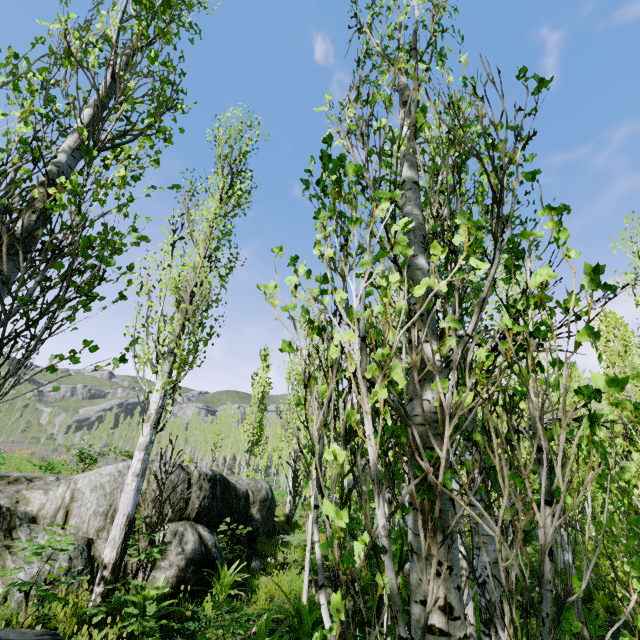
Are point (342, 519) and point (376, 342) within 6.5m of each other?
yes

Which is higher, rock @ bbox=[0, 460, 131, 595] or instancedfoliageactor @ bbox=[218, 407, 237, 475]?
instancedfoliageactor @ bbox=[218, 407, 237, 475]

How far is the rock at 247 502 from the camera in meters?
6.0 m

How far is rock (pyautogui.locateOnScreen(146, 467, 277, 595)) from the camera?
6.00m

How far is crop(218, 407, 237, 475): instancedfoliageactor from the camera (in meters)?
51.61

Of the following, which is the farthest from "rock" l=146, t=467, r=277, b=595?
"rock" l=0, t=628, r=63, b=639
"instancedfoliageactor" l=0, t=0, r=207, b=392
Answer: "rock" l=0, t=628, r=63, b=639

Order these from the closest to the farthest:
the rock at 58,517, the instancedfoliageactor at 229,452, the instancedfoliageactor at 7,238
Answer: the instancedfoliageactor at 7,238
the rock at 58,517
the instancedfoliageactor at 229,452

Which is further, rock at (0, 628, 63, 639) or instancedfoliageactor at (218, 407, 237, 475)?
instancedfoliageactor at (218, 407, 237, 475)
